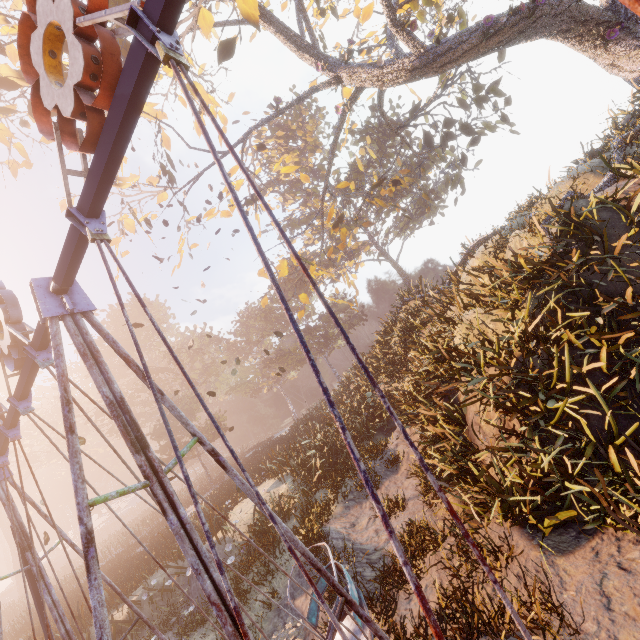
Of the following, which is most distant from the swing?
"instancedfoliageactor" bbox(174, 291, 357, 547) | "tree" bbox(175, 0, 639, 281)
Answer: "instancedfoliageactor" bbox(174, 291, 357, 547)

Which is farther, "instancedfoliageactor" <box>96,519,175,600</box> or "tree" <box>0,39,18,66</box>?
"instancedfoliageactor" <box>96,519,175,600</box>

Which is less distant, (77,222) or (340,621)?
(77,222)

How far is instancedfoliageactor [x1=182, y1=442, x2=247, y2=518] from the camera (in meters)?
Result: 16.21

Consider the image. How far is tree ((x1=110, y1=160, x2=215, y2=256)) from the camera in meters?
12.1 m

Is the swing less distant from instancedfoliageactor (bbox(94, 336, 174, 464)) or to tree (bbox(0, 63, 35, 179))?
tree (bbox(0, 63, 35, 179))

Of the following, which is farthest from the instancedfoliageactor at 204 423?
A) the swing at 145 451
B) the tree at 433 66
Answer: the tree at 433 66

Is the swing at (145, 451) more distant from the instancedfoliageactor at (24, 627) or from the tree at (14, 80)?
the instancedfoliageactor at (24, 627)
